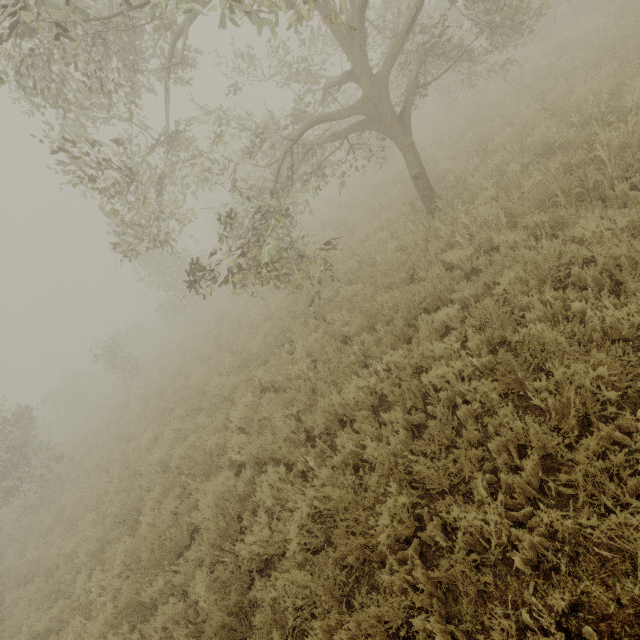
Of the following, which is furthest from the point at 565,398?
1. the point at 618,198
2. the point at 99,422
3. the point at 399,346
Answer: the point at 99,422

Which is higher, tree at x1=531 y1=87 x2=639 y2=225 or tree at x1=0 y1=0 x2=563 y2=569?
tree at x1=0 y1=0 x2=563 y2=569

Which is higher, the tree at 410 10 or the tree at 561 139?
the tree at 410 10
